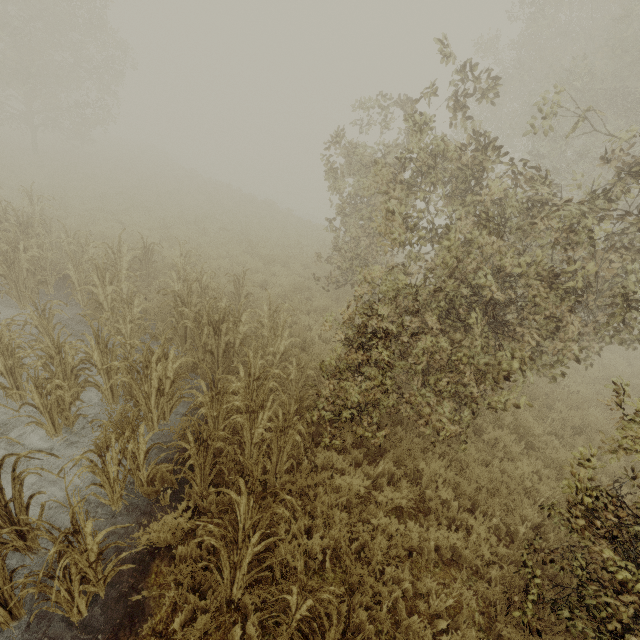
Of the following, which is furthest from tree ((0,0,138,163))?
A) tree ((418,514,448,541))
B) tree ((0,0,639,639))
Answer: tree ((418,514,448,541))

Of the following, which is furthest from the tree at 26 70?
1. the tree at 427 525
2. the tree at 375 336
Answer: the tree at 427 525

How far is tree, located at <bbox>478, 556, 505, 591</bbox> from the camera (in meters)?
4.17

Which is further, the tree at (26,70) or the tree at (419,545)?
the tree at (26,70)

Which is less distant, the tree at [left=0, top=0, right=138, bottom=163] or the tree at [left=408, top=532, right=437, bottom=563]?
the tree at [left=408, top=532, right=437, bottom=563]

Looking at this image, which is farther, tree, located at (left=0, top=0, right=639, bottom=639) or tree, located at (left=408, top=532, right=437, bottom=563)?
tree, located at (left=408, top=532, right=437, bottom=563)

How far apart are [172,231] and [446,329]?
A: 12.42m

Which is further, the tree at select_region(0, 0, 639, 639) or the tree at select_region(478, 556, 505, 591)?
the tree at select_region(478, 556, 505, 591)
